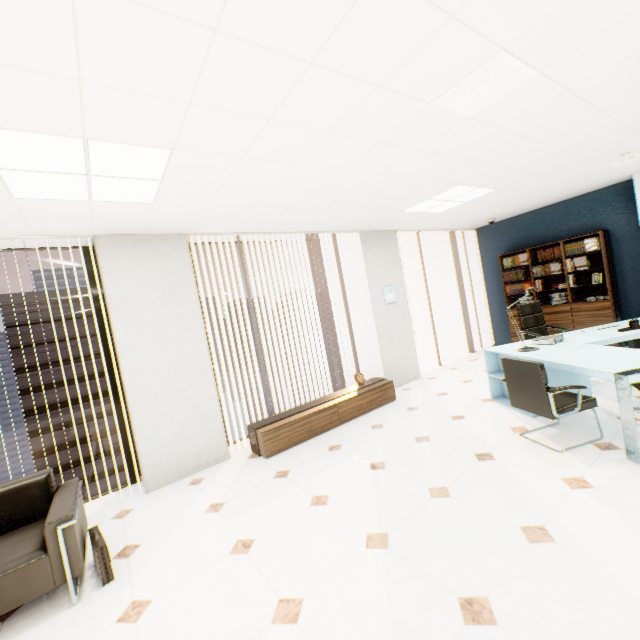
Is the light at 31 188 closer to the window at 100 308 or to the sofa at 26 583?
the window at 100 308

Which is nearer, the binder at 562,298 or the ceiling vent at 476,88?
the ceiling vent at 476,88

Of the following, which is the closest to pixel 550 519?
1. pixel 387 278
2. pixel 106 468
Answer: pixel 387 278

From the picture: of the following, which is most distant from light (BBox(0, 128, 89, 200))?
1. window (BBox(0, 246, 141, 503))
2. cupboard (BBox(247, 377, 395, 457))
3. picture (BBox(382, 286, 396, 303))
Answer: picture (BBox(382, 286, 396, 303))

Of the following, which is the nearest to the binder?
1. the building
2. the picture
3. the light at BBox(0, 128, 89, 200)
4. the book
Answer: the book

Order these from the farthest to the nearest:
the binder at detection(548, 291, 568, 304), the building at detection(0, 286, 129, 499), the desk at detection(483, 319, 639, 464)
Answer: the building at detection(0, 286, 129, 499) < the binder at detection(548, 291, 568, 304) < the desk at detection(483, 319, 639, 464)

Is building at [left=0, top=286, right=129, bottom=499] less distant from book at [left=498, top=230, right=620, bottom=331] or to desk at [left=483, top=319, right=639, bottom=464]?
book at [left=498, top=230, right=620, bottom=331]

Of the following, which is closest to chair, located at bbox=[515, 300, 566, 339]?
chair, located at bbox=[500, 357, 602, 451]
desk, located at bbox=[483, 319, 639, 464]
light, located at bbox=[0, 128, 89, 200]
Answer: desk, located at bbox=[483, 319, 639, 464]
